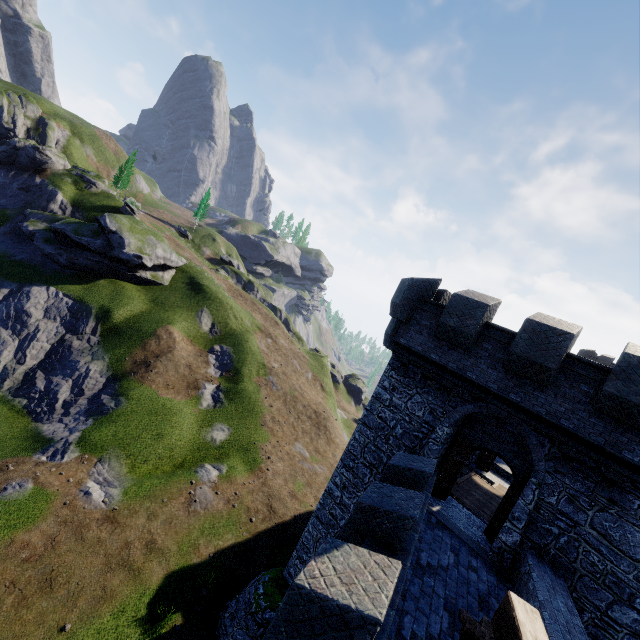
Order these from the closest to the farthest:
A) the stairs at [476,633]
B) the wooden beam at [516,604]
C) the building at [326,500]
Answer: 1. the wooden beam at [516,604]
2. the stairs at [476,633]
3. the building at [326,500]

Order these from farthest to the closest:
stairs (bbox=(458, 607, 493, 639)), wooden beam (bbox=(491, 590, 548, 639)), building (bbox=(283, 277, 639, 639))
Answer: building (bbox=(283, 277, 639, 639)) → stairs (bbox=(458, 607, 493, 639)) → wooden beam (bbox=(491, 590, 548, 639))

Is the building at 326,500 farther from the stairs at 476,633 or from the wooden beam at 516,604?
the wooden beam at 516,604

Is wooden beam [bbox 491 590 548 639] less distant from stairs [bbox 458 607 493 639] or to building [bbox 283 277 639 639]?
stairs [bbox 458 607 493 639]

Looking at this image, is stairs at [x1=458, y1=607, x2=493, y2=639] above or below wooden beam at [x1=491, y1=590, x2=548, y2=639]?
below

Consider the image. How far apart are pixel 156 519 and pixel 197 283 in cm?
3349

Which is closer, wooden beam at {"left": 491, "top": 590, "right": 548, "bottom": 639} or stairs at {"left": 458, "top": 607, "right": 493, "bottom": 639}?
wooden beam at {"left": 491, "top": 590, "right": 548, "bottom": 639}

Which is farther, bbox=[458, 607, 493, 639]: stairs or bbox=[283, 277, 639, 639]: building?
bbox=[283, 277, 639, 639]: building
